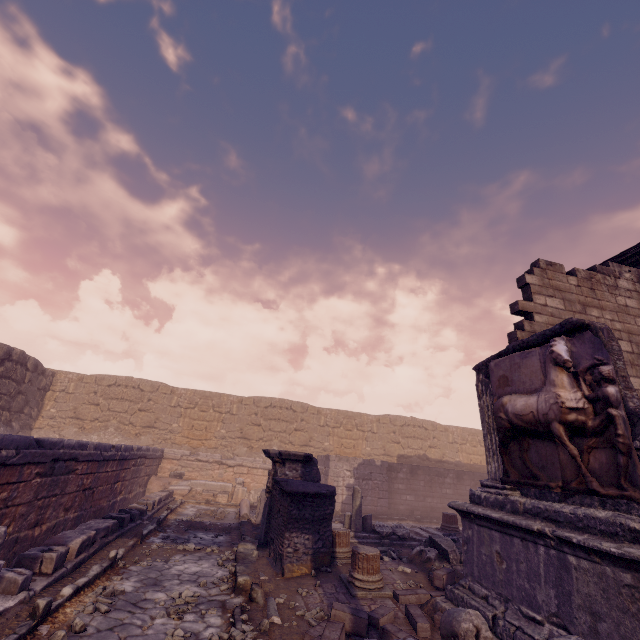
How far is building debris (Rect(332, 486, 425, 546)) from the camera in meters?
9.8

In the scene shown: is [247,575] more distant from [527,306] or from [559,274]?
[559,274]

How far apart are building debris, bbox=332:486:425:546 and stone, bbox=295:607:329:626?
5.4 meters

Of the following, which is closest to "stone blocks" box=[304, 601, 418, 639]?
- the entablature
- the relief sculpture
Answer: the relief sculpture

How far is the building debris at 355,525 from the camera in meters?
9.8 m

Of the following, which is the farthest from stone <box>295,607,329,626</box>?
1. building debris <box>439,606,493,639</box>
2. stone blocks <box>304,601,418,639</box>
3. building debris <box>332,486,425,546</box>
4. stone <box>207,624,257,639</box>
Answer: building debris <box>332,486,425,546</box>

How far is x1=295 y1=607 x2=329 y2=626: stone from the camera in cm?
454

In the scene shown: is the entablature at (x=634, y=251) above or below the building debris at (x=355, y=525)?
above
